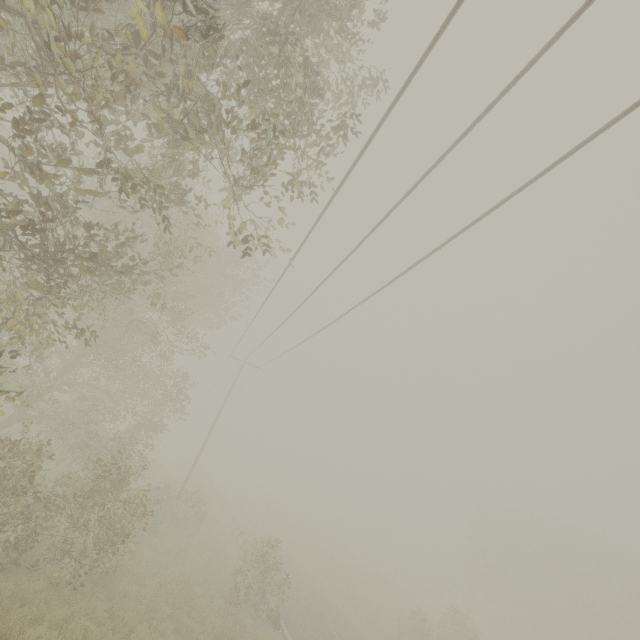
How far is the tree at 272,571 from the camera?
14.0m

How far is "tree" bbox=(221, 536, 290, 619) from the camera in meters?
14.0 m

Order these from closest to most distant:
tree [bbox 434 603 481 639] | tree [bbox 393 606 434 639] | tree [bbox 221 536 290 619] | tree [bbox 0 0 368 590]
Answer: tree [bbox 0 0 368 590]
tree [bbox 221 536 290 619]
tree [bbox 393 606 434 639]
tree [bbox 434 603 481 639]

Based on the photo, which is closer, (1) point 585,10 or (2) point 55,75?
(1) point 585,10

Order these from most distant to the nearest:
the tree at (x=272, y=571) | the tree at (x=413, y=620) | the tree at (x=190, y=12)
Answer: the tree at (x=413, y=620) → the tree at (x=272, y=571) → the tree at (x=190, y=12)

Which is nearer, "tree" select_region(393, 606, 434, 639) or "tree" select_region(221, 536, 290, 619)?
"tree" select_region(221, 536, 290, 619)

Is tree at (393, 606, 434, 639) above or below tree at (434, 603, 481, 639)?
below
